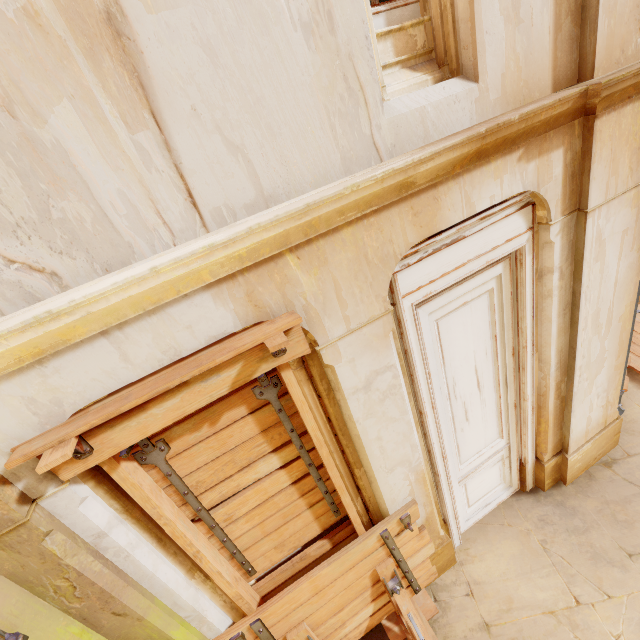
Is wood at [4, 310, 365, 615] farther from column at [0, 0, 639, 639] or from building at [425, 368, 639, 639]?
building at [425, 368, 639, 639]

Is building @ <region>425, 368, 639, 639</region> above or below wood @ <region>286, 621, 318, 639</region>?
below

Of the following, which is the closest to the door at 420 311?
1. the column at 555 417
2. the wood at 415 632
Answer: the column at 555 417

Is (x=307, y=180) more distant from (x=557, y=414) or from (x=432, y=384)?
(x=557, y=414)

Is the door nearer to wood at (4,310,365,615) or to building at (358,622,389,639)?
building at (358,622,389,639)

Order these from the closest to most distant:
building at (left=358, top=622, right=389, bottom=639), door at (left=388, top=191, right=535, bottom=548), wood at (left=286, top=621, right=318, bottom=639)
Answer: door at (left=388, top=191, right=535, bottom=548) → wood at (left=286, top=621, right=318, bottom=639) → building at (left=358, top=622, right=389, bottom=639)

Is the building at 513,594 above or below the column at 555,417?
below

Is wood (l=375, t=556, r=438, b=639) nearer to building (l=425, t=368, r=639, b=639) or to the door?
building (l=425, t=368, r=639, b=639)
